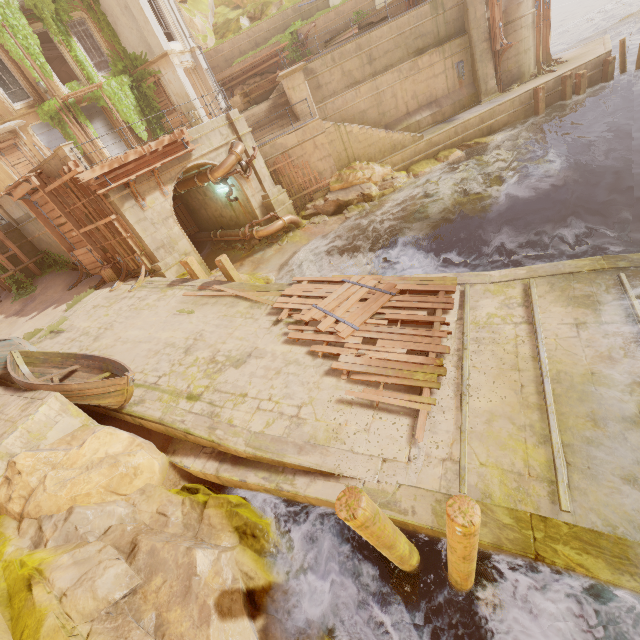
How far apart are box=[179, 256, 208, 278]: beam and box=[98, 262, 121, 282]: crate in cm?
418

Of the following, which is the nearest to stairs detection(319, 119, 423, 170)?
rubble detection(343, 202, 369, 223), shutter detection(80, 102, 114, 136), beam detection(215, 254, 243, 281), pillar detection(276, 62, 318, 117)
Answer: pillar detection(276, 62, 318, 117)

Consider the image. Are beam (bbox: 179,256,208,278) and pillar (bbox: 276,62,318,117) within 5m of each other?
no

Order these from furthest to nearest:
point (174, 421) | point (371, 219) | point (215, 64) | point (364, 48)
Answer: point (215, 64), point (364, 48), point (371, 219), point (174, 421)

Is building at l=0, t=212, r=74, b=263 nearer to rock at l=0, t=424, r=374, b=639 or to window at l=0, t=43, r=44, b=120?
window at l=0, t=43, r=44, b=120

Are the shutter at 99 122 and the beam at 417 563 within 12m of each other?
no

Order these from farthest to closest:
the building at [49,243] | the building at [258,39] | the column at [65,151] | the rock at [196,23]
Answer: the rock at [196,23] → the building at [258,39] → the building at [49,243] → the column at [65,151]

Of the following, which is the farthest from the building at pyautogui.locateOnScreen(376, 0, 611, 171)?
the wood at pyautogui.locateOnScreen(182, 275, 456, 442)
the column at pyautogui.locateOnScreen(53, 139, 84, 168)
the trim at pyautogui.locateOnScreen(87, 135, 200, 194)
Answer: the column at pyautogui.locateOnScreen(53, 139, 84, 168)
